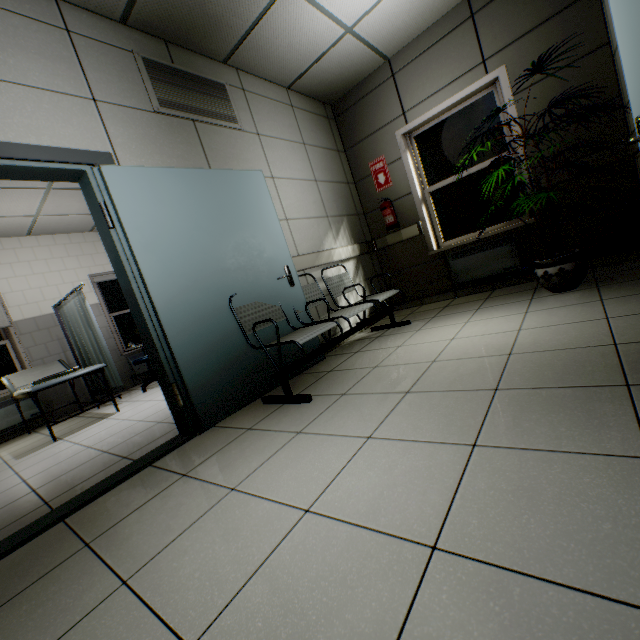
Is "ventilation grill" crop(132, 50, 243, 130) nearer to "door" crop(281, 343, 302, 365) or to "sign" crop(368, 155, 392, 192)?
"door" crop(281, 343, 302, 365)

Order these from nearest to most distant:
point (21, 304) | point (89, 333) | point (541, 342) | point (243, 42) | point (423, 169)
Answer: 1. point (541, 342)
2. point (243, 42)
3. point (423, 169)
4. point (89, 333)
5. point (21, 304)

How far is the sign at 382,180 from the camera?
4.6 meters

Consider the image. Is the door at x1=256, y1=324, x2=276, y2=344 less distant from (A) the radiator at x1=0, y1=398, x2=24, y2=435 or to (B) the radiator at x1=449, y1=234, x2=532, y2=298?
(B) the radiator at x1=449, y1=234, x2=532, y2=298

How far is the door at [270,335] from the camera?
2.9m

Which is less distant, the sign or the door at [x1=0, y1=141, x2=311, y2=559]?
the door at [x1=0, y1=141, x2=311, y2=559]

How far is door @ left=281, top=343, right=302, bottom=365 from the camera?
3.0 meters

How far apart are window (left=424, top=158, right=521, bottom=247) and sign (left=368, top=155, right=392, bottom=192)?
0.51m
